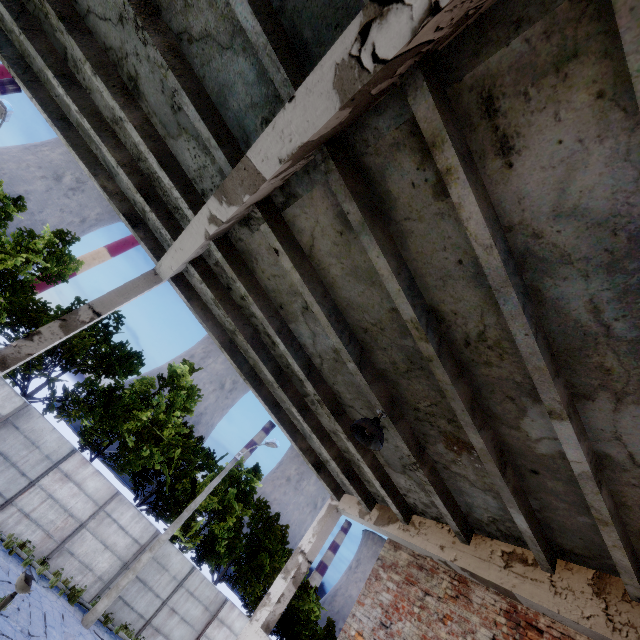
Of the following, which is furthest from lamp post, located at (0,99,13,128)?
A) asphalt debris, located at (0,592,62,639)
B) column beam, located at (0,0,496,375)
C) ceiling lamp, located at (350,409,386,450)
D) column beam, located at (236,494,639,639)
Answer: column beam, located at (236,494,639,639)

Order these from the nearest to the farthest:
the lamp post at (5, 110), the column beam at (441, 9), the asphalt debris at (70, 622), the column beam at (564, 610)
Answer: the column beam at (441, 9) < the column beam at (564, 610) < the asphalt debris at (70, 622) < the lamp post at (5, 110)

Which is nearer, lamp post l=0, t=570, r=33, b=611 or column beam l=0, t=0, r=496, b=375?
column beam l=0, t=0, r=496, b=375

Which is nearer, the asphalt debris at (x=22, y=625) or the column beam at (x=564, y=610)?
the column beam at (x=564, y=610)

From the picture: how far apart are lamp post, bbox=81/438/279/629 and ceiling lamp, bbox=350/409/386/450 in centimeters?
1457cm

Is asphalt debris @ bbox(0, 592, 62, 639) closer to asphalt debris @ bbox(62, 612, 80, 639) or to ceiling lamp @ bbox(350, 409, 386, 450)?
asphalt debris @ bbox(62, 612, 80, 639)

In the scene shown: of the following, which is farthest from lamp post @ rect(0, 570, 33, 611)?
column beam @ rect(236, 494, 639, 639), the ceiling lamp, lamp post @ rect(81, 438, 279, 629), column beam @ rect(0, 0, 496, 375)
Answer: lamp post @ rect(81, 438, 279, 629)

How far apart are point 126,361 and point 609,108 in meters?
21.6
